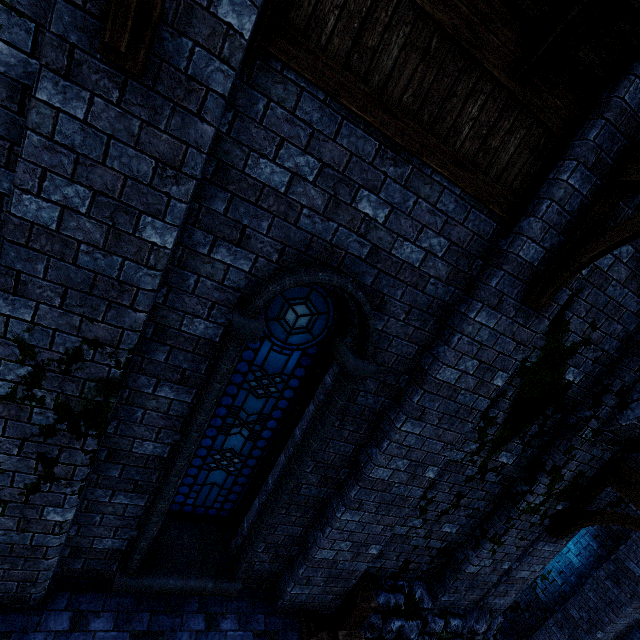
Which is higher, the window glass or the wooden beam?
the window glass

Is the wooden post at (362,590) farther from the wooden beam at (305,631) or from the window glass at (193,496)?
the window glass at (193,496)

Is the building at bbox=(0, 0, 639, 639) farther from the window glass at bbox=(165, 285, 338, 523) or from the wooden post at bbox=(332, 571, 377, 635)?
the window glass at bbox=(165, 285, 338, 523)

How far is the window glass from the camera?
3.7m

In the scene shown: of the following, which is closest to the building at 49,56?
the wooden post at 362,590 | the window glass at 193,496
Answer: the wooden post at 362,590

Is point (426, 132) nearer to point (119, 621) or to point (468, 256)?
point (468, 256)

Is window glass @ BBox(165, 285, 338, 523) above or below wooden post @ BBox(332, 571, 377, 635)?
above
